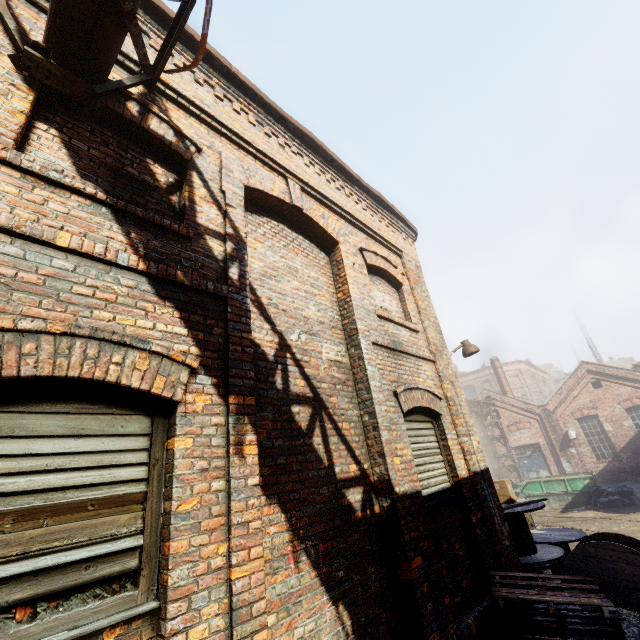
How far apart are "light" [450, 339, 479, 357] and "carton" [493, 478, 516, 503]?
2.69m

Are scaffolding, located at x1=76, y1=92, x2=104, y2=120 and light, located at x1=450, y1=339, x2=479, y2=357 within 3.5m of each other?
no

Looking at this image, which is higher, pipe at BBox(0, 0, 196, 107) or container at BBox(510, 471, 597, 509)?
pipe at BBox(0, 0, 196, 107)

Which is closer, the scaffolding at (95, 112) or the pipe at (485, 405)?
the scaffolding at (95, 112)

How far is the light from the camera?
7.5 meters

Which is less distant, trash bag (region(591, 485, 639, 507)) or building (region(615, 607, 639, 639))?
building (region(615, 607, 639, 639))

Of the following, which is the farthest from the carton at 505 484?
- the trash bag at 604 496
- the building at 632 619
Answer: the trash bag at 604 496

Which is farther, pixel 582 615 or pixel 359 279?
pixel 359 279
